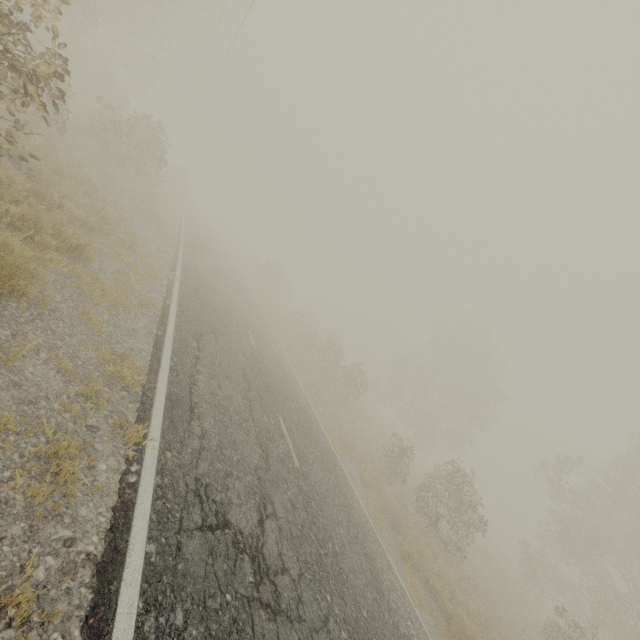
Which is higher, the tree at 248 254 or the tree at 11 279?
the tree at 248 254

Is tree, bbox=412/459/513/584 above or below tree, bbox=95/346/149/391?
above

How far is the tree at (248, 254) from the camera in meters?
26.1 m

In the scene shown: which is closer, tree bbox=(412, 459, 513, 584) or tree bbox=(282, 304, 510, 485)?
tree bbox=(412, 459, 513, 584)

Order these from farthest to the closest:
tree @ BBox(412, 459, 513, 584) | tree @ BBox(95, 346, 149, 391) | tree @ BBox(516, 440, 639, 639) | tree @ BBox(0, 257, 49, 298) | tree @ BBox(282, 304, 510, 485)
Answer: tree @ BBox(282, 304, 510, 485)
tree @ BBox(516, 440, 639, 639)
tree @ BBox(412, 459, 513, 584)
tree @ BBox(95, 346, 149, 391)
tree @ BBox(0, 257, 49, 298)

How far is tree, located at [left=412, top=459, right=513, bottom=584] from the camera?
14.9m

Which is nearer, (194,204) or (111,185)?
(111,185)
